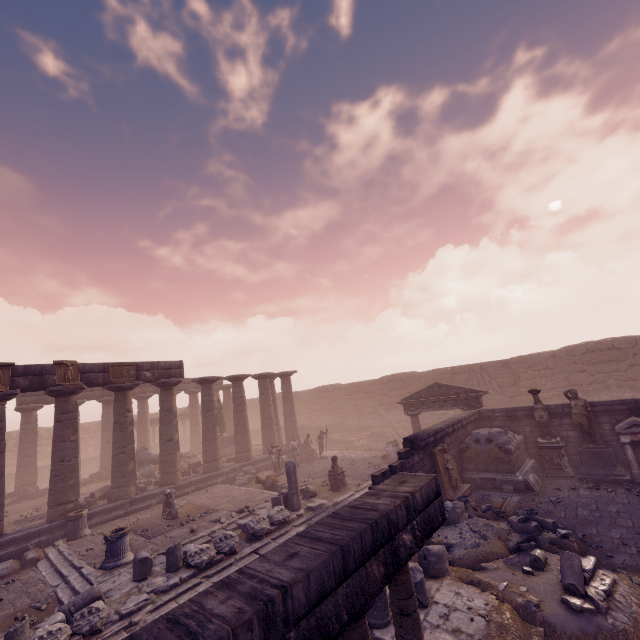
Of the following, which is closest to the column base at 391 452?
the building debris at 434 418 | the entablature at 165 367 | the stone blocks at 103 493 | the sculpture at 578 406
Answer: the building debris at 434 418

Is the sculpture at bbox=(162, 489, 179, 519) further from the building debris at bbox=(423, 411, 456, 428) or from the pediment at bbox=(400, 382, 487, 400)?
the building debris at bbox=(423, 411, 456, 428)

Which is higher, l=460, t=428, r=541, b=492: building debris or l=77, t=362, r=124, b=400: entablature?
l=77, t=362, r=124, b=400: entablature

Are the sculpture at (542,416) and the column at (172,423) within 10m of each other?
no

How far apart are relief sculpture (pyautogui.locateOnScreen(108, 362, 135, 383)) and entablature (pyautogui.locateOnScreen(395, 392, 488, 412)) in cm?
1403

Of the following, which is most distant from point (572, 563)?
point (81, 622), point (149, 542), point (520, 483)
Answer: point (149, 542)

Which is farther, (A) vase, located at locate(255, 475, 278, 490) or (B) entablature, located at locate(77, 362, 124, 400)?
(A) vase, located at locate(255, 475, 278, 490)

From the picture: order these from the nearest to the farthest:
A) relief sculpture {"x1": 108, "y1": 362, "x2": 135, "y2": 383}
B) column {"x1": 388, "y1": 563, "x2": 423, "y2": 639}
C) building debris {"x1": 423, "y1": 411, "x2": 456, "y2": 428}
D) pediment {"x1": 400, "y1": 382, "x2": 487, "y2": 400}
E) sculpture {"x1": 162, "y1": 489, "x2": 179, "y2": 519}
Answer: column {"x1": 388, "y1": 563, "x2": 423, "y2": 639} < sculpture {"x1": 162, "y1": 489, "x2": 179, "y2": 519} < relief sculpture {"x1": 108, "y1": 362, "x2": 135, "y2": 383} < pediment {"x1": 400, "y1": 382, "x2": 487, "y2": 400} < building debris {"x1": 423, "y1": 411, "x2": 456, "y2": 428}
